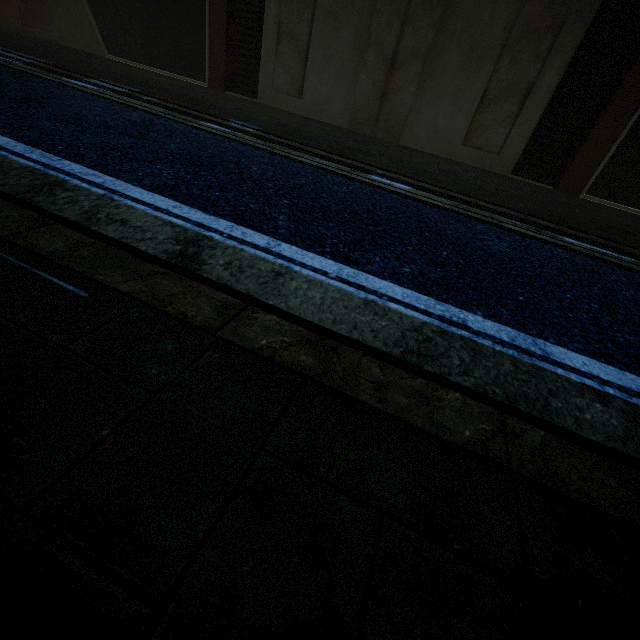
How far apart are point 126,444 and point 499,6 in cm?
1072
